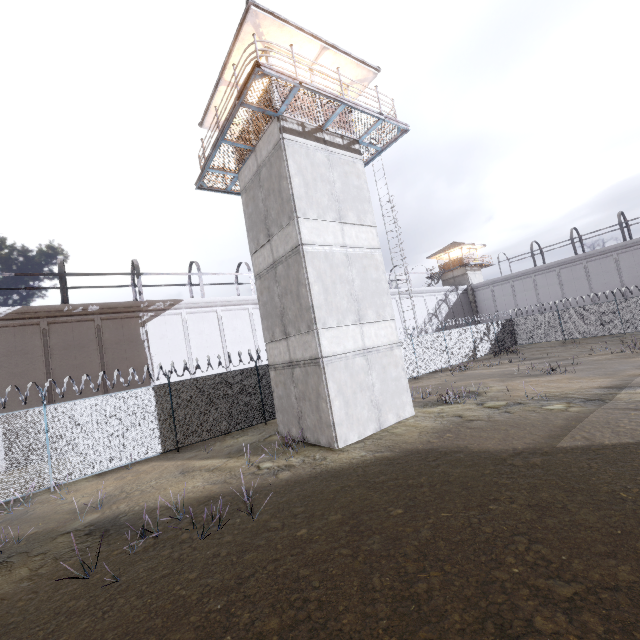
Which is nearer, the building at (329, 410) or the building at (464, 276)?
the building at (329, 410)

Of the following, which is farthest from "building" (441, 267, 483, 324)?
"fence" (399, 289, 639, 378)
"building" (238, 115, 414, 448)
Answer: "building" (238, 115, 414, 448)

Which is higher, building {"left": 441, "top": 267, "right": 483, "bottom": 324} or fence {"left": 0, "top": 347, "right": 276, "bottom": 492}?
building {"left": 441, "top": 267, "right": 483, "bottom": 324}

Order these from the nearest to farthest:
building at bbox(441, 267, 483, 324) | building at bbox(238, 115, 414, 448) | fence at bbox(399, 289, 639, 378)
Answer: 1. building at bbox(238, 115, 414, 448)
2. fence at bbox(399, 289, 639, 378)
3. building at bbox(441, 267, 483, 324)

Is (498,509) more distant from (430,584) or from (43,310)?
(43,310)

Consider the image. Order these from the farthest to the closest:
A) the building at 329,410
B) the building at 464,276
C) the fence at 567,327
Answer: the building at 464,276 → the fence at 567,327 → the building at 329,410
